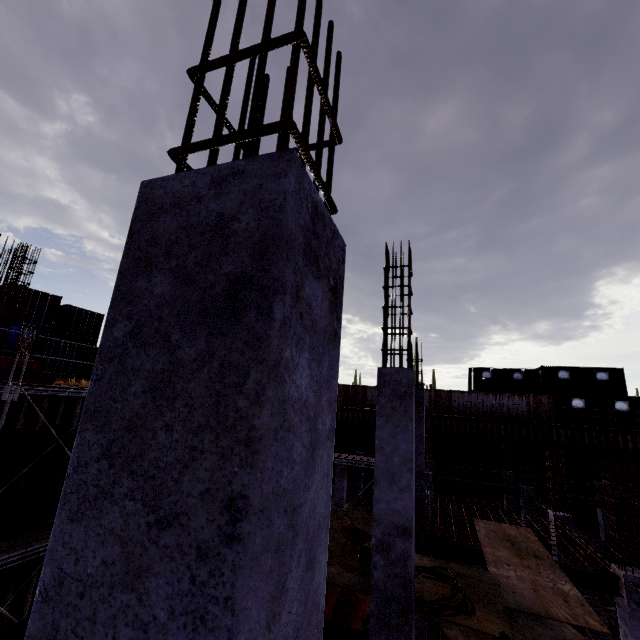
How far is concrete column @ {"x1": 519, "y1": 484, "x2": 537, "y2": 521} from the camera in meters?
16.1

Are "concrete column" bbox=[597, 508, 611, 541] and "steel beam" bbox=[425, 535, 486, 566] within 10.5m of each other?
no

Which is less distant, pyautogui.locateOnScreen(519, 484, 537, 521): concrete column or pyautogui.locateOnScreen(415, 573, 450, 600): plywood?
pyautogui.locateOnScreen(415, 573, 450, 600): plywood

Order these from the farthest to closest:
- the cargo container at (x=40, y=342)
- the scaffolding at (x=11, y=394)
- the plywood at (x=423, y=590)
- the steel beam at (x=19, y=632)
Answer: the cargo container at (x=40, y=342) → the scaffolding at (x=11, y=394) → the plywood at (x=423, y=590) → the steel beam at (x=19, y=632)

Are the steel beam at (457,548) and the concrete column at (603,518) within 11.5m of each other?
no

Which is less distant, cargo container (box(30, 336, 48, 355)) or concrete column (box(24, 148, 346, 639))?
concrete column (box(24, 148, 346, 639))

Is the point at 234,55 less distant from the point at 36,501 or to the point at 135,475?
the point at 135,475

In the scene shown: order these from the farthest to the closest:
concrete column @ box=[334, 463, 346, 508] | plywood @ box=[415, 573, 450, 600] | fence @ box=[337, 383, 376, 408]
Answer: fence @ box=[337, 383, 376, 408], concrete column @ box=[334, 463, 346, 508], plywood @ box=[415, 573, 450, 600]
